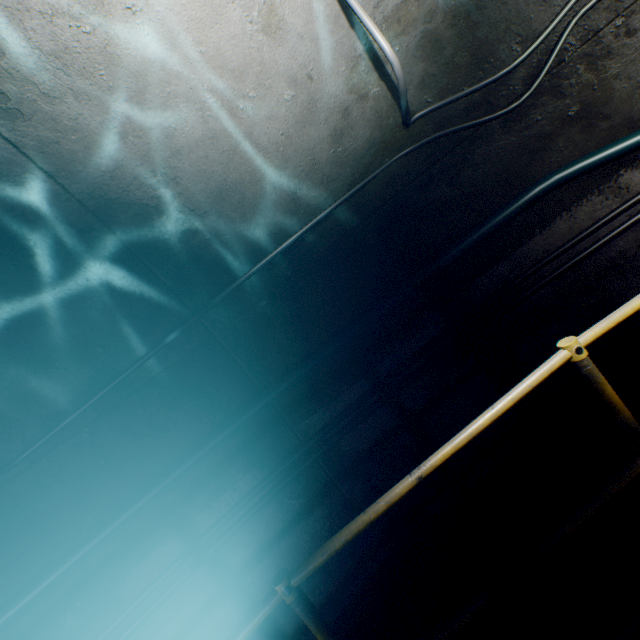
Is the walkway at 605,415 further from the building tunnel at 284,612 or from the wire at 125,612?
the wire at 125,612

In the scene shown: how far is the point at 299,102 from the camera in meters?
2.0 m

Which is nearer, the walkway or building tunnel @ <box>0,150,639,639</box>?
the walkway

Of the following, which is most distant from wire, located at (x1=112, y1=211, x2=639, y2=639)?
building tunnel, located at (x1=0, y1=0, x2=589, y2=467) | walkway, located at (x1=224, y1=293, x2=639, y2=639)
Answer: walkway, located at (x1=224, y1=293, x2=639, y2=639)

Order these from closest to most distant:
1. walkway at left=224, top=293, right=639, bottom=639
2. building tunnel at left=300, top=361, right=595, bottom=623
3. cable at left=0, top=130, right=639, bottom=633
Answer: walkway at left=224, top=293, right=639, bottom=639, cable at left=0, top=130, right=639, bottom=633, building tunnel at left=300, top=361, right=595, bottom=623
